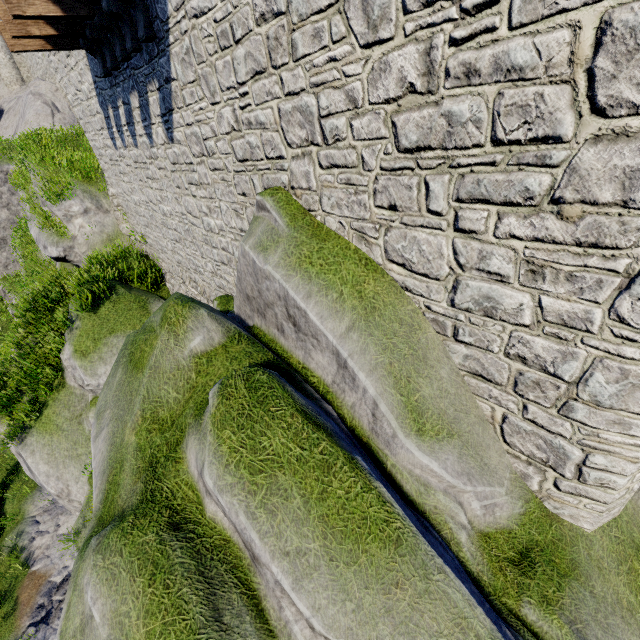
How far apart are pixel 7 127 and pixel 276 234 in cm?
4624
